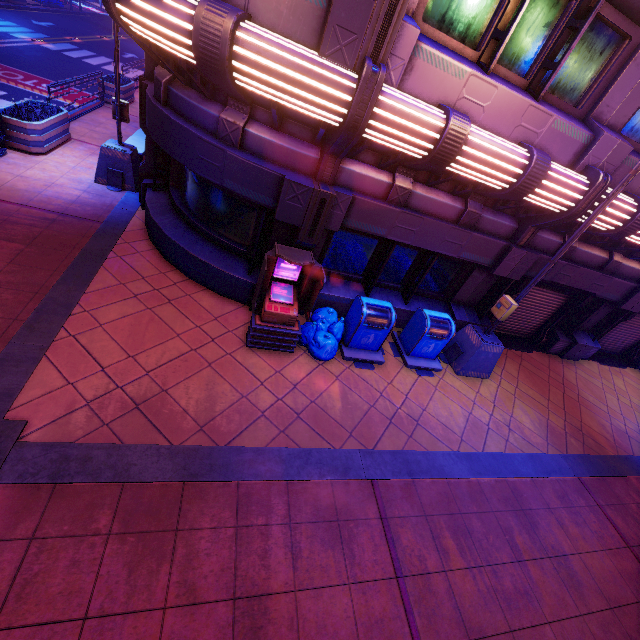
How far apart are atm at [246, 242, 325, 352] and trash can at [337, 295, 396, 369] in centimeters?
106cm

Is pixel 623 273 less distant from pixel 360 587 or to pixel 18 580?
pixel 360 587

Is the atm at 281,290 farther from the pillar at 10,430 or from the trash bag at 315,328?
the pillar at 10,430

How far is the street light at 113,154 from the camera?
8.0m

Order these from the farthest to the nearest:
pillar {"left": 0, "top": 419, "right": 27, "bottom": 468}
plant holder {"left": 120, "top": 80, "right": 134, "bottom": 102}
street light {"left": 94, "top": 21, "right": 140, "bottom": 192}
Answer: plant holder {"left": 120, "top": 80, "right": 134, "bottom": 102} < street light {"left": 94, "top": 21, "right": 140, "bottom": 192} < pillar {"left": 0, "top": 419, "right": 27, "bottom": 468}

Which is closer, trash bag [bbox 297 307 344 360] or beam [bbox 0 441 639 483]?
beam [bbox 0 441 639 483]

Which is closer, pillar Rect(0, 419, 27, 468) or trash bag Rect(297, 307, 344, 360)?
pillar Rect(0, 419, 27, 468)

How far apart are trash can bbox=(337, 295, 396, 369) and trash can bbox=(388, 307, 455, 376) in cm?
24
